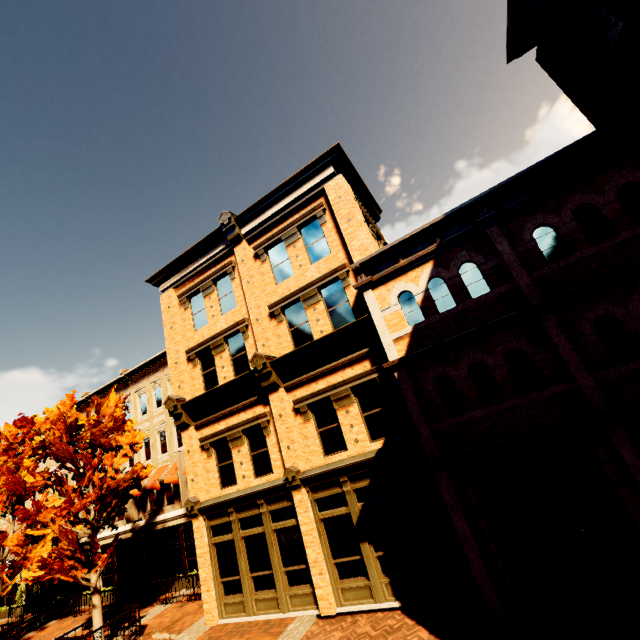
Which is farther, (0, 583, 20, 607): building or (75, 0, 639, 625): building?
(0, 583, 20, 607): building

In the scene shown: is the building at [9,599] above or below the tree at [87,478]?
below

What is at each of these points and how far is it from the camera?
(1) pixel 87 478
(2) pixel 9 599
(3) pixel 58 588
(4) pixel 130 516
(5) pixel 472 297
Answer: (1) tree, 12.95m
(2) building, 25.69m
(3) building, 22.70m
(4) banner, 19.64m
(5) building, 9.29m

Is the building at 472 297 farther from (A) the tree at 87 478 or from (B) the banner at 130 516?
(A) the tree at 87 478

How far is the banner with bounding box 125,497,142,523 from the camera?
19.48m

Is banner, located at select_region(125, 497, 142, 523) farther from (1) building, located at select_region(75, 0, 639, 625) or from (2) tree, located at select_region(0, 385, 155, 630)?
(2) tree, located at select_region(0, 385, 155, 630)

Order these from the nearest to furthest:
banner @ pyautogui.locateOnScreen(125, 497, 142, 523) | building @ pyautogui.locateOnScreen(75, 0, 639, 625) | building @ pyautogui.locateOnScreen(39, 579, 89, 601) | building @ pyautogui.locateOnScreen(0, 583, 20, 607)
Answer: building @ pyautogui.locateOnScreen(75, 0, 639, 625)
banner @ pyautogui.locateOnScreen(125, 497, 142, 523)
building @ pyautogui.locateOnScreen(39, 579, 89, 601)
building @ pyautogui.locateOnScreen(0, 583, 20, 607)
